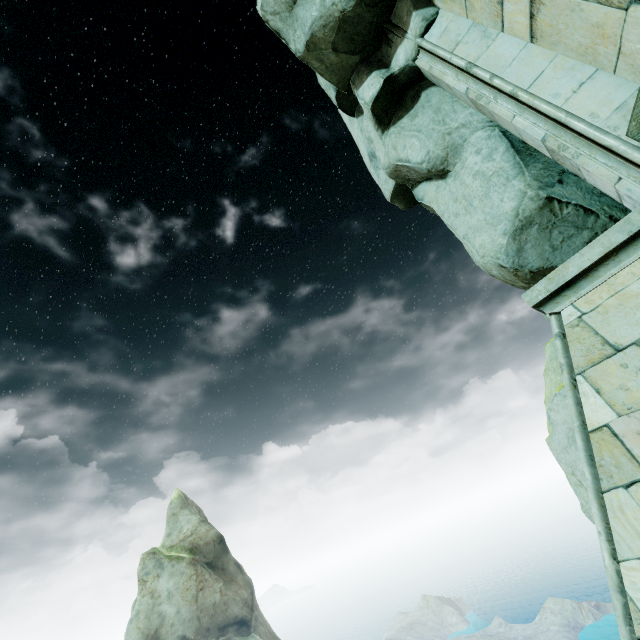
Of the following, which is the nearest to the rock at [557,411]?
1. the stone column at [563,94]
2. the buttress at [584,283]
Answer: the stone column at [563,94]

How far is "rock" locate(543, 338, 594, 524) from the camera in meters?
9.1

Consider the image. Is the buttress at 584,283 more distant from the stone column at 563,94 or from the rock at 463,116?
the rock at 463,116

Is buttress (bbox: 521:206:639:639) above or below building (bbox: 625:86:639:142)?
below

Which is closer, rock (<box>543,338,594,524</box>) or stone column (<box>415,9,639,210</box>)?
stone column (<box>415,9,639,210</box>)

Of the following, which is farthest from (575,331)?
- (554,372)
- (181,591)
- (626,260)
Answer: (181,591)

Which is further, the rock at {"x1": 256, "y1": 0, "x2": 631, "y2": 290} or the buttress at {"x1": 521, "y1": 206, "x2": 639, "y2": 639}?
the rock at {"x1": 256, "y1": 0, "x2": 631, "y2": 290}

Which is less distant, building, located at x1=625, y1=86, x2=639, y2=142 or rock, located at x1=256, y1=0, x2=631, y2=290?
building, located at x1=625, y1=86, x2=639, y2=142
